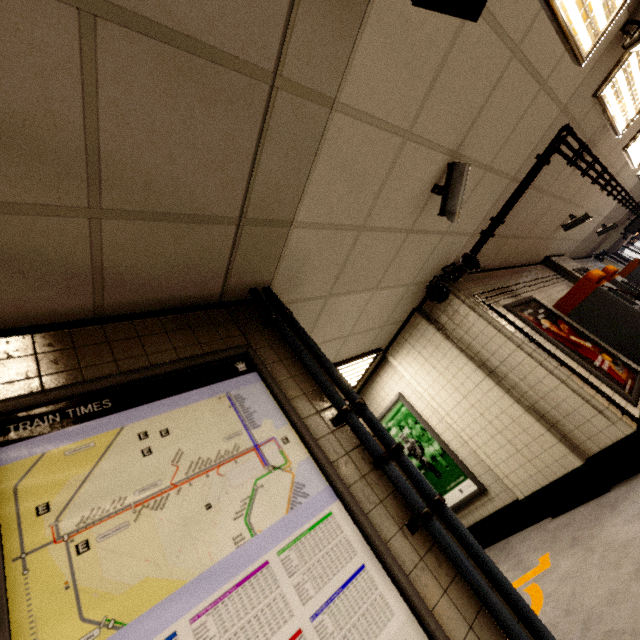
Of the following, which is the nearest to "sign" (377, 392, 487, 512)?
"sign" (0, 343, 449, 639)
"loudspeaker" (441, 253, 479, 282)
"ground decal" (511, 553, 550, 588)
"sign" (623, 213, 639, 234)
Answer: "ground decal" (511, 553, 550, 588)

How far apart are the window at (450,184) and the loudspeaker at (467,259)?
1.30m

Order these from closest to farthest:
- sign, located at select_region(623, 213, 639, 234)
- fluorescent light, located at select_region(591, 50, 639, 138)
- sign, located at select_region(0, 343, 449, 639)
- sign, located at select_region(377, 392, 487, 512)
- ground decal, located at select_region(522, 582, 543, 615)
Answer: sign, located at select_region(0, 343, 449, 639), ground decal, located at select_region(522, 582, 543, 615), fluorescent light, located at select_region(591, 50, 639, 138), sign, located at select_region(377, 392, 487, 512), sign, located at select_region(623, 213, 639, 234)

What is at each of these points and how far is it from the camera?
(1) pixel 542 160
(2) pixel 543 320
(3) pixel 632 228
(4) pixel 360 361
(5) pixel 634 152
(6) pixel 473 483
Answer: (1) pipe, 3.8 meters
(2) sign, 4.7 meters
(3) sign, 11.4 meters
(4) fluorescent light, 4.9 meters
(5) fluorescent light, 6.0 meters
(6) sign, 4.6 meters

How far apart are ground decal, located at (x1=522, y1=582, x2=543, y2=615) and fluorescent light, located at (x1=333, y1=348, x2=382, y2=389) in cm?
293

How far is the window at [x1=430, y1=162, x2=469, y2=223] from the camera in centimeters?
274cm

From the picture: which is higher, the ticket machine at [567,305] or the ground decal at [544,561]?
the ticket machine at [567,305]

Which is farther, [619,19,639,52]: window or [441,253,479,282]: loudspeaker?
[441,253,479,282]: loudspeaker
